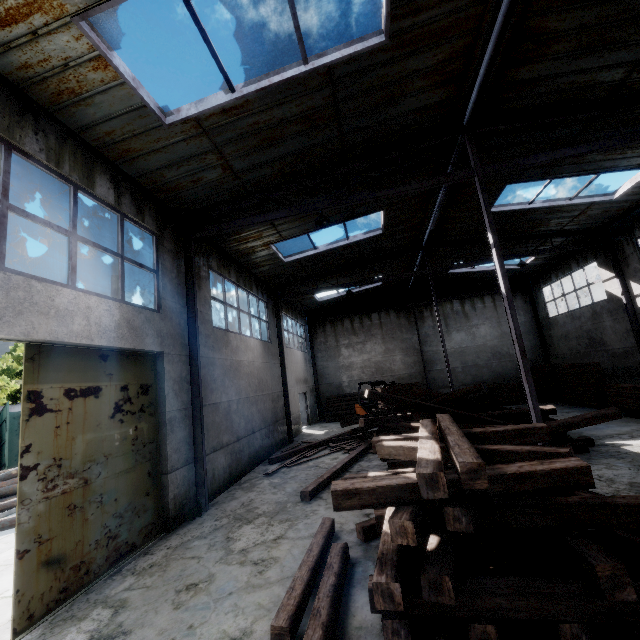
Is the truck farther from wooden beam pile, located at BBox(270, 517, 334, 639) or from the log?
wooden beam pile, located at BBox(270, 517, 334, 639)

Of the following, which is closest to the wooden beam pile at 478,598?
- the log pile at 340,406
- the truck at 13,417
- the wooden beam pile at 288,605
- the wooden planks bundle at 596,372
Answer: the wooden beam pile at 288,605

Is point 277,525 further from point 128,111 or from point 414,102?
point 414,102

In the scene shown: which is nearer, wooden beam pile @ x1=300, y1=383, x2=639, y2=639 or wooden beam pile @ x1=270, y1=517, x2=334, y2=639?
wooden beam pile @ x1=300, y1=383, x2=639, y2=639

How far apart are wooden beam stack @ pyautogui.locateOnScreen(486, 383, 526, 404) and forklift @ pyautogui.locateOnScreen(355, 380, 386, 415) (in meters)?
6.41

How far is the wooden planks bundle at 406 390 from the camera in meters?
15.8 m

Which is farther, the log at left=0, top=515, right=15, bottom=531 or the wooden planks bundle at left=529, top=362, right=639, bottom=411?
the wooden planks bundle at left=529, top=362, right=639, bottom=411

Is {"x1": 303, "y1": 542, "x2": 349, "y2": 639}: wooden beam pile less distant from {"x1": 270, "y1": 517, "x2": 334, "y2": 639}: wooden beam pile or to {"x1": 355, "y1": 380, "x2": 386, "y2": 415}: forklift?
{"x1": 270, "y1": 517, "x2": 334, "y2": 639}: wooden beam pile
